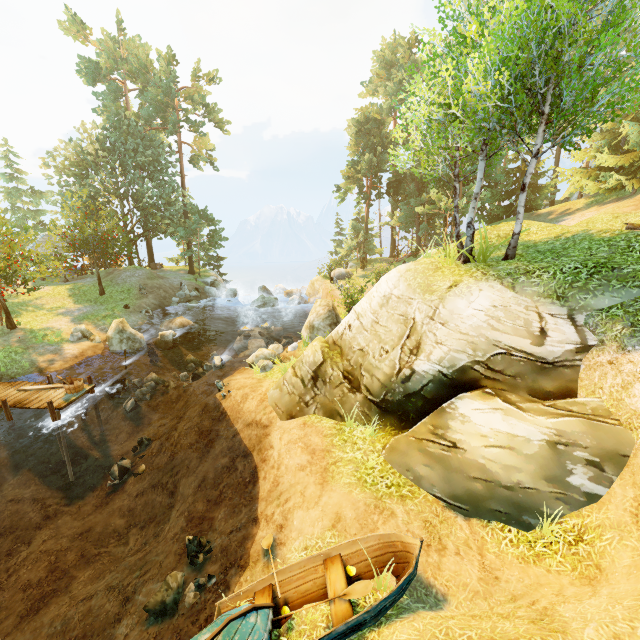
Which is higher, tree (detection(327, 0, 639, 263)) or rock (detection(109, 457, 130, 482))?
tree (detection(327, 0, 639, 263))

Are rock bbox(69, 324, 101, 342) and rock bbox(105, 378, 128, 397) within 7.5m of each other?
yes

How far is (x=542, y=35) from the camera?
37.72m

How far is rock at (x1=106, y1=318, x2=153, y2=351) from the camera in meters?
18.7

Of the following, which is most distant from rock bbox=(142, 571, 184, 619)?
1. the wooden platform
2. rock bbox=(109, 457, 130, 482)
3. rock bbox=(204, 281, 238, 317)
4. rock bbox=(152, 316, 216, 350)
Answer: rock bbox=(204, 281, 238, 317)

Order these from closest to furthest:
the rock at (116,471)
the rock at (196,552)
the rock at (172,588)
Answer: the rock at (172,588)
the rock at (196,552)
the rock at (116,471)

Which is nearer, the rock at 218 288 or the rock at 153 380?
the rock at 153 380

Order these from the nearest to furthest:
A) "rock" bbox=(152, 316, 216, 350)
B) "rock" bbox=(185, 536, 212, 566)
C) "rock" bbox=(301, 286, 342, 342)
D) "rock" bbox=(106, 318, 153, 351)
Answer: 1. "rock" bbox=(185, 536, 212, 566)
2. "rock" bbox=(301, 286, 342, 342)
3. "rock" bbox=(106, 318, 153, 351)
4. "rock" bbox=(152, 316, 216, 350)
